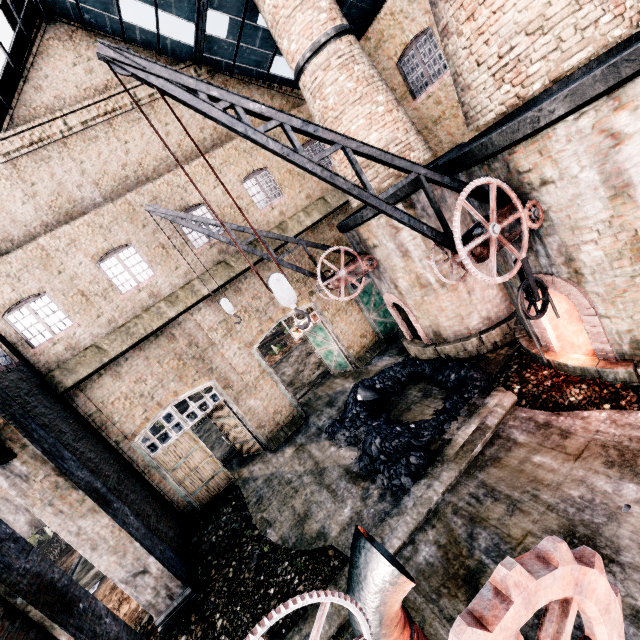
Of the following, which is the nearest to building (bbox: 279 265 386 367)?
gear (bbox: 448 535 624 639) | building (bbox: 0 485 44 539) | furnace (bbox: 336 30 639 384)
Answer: furnace (bbox: 336 30 639 384)

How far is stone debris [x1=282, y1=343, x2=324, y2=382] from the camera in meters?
22.0

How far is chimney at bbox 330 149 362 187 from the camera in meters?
12.9 m

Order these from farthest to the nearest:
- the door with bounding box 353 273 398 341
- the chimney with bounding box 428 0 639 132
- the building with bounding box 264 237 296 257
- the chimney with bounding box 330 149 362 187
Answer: the door with bounding box 353 273 398 341
the building with bounding box 264 237 296 257
the chimney with bounding box 330 149 362 187
the chimney with bounding box 428 0 639 132

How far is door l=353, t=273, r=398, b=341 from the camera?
19.12m

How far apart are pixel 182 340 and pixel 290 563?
10.1m

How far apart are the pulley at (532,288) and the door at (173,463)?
13.1m

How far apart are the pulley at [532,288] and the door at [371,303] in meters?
11.5
